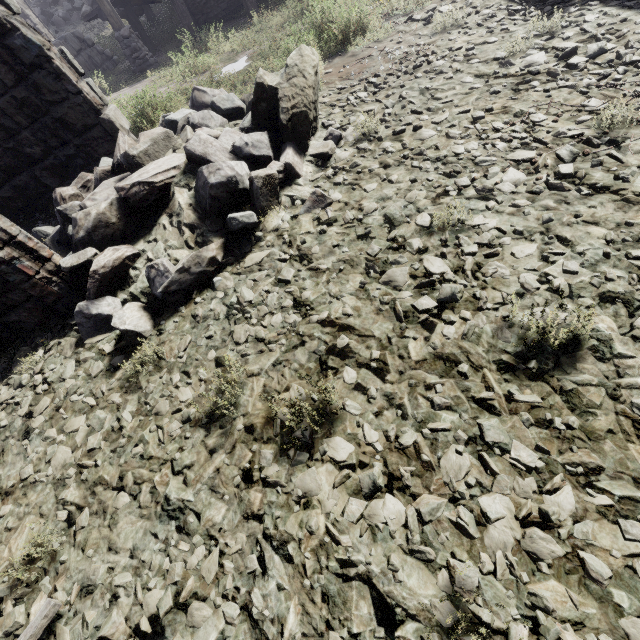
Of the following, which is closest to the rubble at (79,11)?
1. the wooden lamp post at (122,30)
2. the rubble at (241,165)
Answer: the wooden lamp post at (122,30)

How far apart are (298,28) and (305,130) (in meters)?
4.47

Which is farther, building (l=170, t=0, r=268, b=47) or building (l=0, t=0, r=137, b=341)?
building (l=170, t=0, r=268, b=47)

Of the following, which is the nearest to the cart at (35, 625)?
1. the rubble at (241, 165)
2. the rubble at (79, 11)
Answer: the rubble at (241, 165)

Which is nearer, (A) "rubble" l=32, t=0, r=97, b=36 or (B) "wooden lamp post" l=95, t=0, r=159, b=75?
(B) "wooden lamp post" l=95, t=0, r=159, b=75

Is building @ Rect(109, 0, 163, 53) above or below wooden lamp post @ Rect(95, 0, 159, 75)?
above

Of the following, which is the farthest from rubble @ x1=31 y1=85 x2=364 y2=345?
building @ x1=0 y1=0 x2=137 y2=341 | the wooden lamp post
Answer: the wooden lamp post

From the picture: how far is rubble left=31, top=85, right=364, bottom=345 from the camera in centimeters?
329cm
